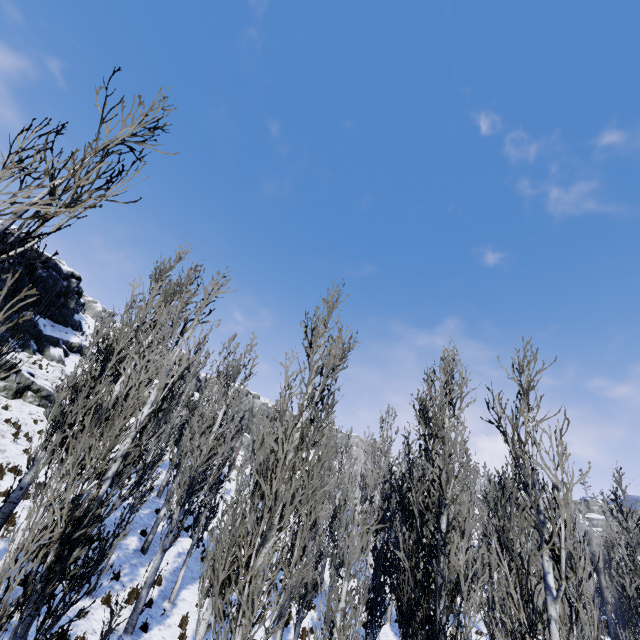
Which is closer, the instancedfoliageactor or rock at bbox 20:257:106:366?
the instancedfoliageactor

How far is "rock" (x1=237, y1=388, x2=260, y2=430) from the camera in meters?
54.3 m

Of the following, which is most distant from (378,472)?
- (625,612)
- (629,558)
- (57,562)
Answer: (57,562)

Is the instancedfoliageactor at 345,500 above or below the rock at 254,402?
below

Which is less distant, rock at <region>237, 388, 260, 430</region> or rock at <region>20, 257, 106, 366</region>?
rock at <region>20, 257, 106, 366</region>

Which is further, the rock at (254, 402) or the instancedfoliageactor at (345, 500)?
the rock at (254, 402)
